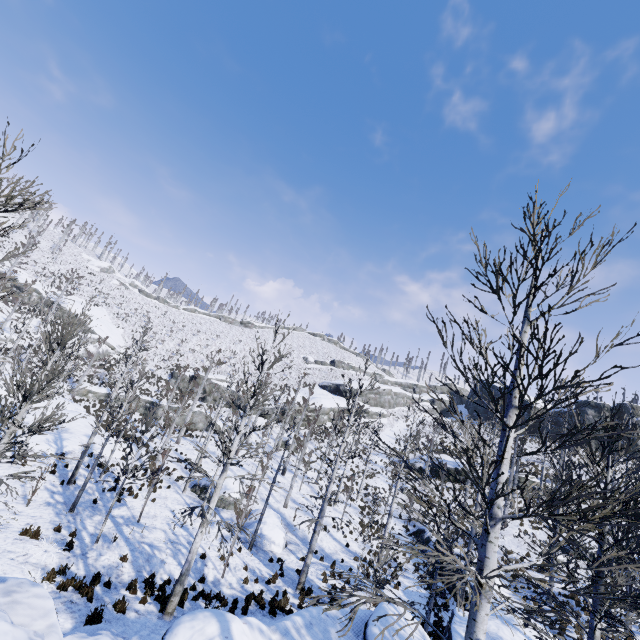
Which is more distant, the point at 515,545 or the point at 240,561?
the point at 515,545

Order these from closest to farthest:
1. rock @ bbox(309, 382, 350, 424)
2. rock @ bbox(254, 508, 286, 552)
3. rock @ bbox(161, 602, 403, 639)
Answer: rock @ bbox(161, 602, 403, 639), rock @ bbox(254, 508, 286, 552), rock @ bbox(309, 382, 350, 424)

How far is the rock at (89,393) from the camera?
37.6 meters

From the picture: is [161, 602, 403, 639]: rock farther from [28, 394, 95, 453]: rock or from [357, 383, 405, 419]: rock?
[357, 383, 405, 419]: rock

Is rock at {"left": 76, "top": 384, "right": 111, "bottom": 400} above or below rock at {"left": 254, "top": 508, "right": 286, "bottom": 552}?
above

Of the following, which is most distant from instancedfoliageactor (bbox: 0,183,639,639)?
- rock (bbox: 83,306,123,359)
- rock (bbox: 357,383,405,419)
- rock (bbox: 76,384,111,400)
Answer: rock (bbox: 83,306,123,359)

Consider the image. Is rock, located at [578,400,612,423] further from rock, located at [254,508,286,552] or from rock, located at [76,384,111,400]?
rock, located at [76,384,111,400]

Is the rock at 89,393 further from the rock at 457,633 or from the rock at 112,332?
the rock at 457,633
